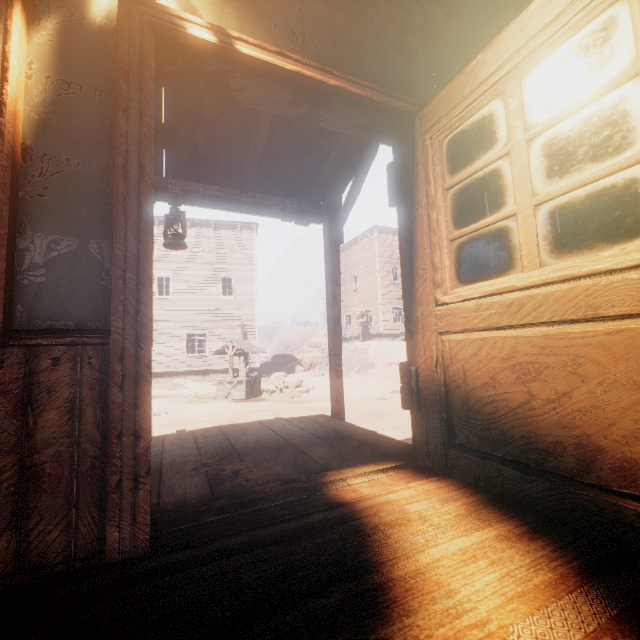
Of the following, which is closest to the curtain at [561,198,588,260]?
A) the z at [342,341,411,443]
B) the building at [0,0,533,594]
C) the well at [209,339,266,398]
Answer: the building at [0,0,533,594]

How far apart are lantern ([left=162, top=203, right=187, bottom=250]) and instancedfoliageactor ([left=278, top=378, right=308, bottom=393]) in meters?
10.8 m

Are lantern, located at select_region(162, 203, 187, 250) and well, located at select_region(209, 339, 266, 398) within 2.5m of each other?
no

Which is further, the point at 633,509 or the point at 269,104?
the point at 269,104

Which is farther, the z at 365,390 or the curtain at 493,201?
the z at 365,390

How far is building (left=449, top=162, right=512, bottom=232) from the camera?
2.21m

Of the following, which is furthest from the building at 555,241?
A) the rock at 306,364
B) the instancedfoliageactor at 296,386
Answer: the instancedfoliageactor at 296,386

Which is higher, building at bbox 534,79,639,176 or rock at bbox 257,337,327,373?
building at bbox 534,79,639,176
